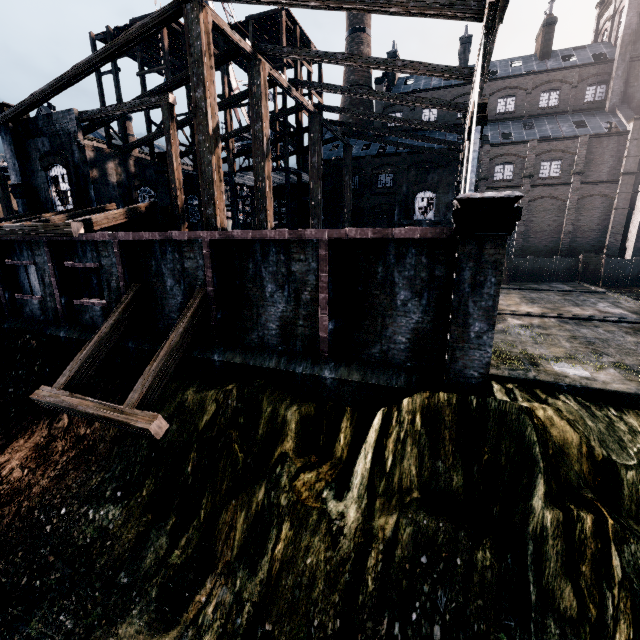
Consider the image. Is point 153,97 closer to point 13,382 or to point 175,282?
point 175,282

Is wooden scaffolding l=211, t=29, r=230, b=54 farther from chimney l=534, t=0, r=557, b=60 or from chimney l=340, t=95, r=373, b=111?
chimney l=534, t=0, r=557, b=60

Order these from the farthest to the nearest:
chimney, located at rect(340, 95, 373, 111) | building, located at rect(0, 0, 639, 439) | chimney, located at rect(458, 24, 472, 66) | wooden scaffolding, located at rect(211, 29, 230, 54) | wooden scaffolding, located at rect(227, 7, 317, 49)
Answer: chimney, located at rect(340, 95, 373, 111) < chimney, located at rect(458, 24, 472, 66) < wooden scaffolding, located at rect(211, 29, 230, 54) < wooden scaffolding, located at rect(227, 7, 317, 49) < building, located at rect(0, 0, 639, 439)

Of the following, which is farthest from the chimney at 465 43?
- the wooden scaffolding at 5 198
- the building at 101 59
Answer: the wooden scaffolding at 5 198

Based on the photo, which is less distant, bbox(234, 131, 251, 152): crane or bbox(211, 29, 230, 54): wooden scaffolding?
bbox(211, 29, 230, 54): wooden scaffolding

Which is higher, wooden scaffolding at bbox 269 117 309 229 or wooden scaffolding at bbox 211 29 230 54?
wooden scaffolding at bbox 211 29 230 54

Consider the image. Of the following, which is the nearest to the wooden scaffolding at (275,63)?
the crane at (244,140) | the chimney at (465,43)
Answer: the crane at (244,140)

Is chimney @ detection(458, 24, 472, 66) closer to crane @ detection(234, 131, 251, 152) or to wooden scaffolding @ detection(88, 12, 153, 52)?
wooden scaffolding @ detection(88, 12, 153, 52)
